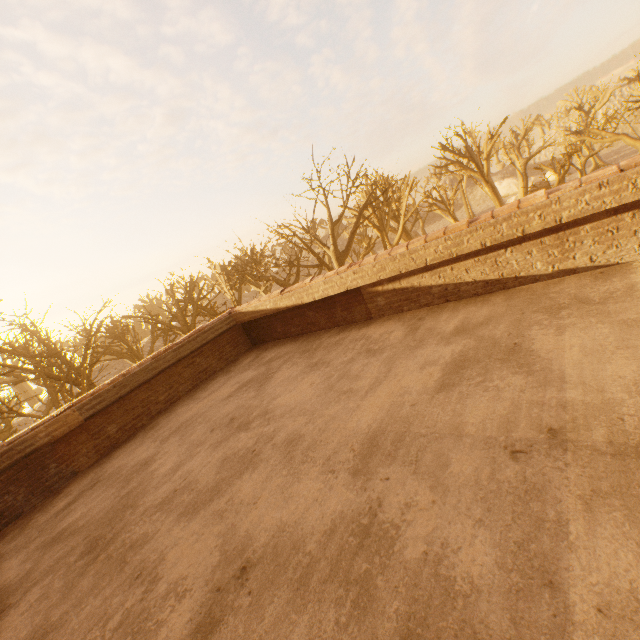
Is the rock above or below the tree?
below

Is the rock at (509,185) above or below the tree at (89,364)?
below

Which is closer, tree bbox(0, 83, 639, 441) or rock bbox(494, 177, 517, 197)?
tree bbox(0, 83, 639, 441)

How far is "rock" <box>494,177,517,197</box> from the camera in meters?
56.0

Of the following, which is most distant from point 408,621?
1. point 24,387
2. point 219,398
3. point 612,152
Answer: point 612,152

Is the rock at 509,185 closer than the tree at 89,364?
No
